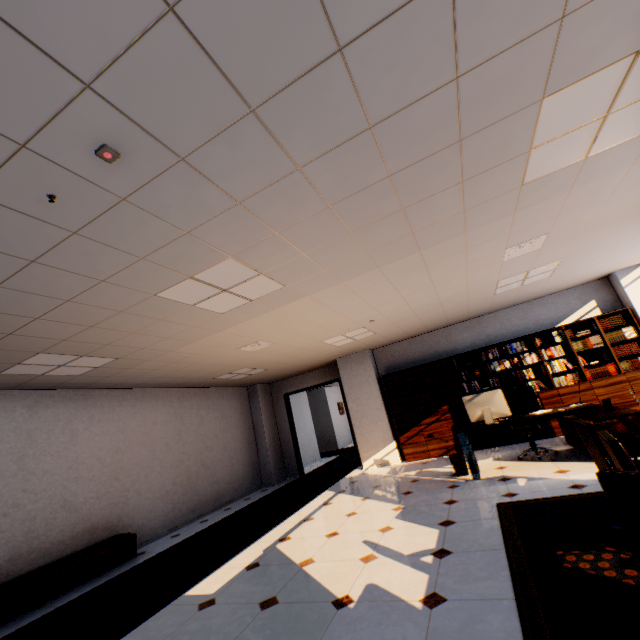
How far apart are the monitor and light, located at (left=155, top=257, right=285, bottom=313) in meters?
4.0

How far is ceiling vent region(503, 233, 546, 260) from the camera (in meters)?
4.16

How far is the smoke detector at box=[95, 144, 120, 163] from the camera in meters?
1.6 m

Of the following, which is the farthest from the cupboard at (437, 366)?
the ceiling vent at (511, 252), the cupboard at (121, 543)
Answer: the cupboard at (121, 543)

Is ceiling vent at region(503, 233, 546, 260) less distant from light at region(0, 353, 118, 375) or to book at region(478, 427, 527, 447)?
book at region(478, 427, 527, 447)

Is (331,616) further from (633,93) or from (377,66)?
(633,93)

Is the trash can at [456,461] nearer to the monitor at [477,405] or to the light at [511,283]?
the monitor at [477,405]

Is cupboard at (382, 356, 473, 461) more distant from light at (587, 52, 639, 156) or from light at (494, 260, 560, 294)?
light at (587, 52, 639, 156)
